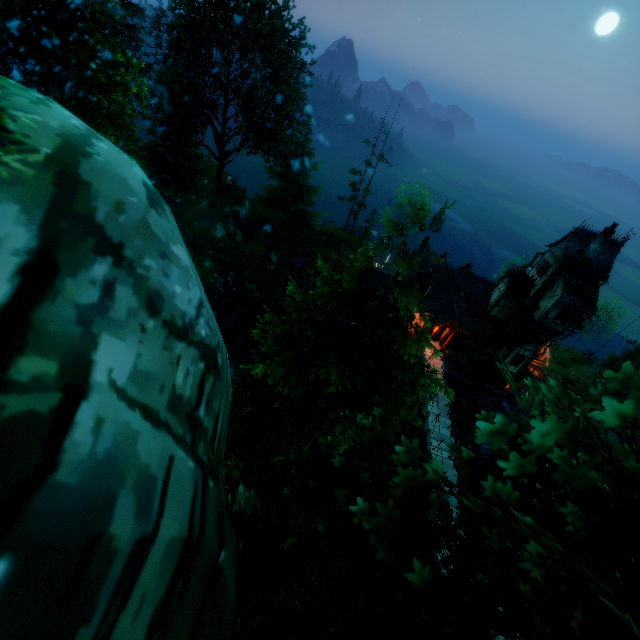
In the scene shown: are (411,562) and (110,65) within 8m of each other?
no

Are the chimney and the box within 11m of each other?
yes

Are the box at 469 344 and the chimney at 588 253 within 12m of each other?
yes

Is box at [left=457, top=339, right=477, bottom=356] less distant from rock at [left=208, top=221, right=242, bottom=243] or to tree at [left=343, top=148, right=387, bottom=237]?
tree at [left=343, top=148, right=387, bottom=237]

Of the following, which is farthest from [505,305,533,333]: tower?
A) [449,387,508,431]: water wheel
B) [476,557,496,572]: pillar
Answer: [476,557,496,572]: pillar

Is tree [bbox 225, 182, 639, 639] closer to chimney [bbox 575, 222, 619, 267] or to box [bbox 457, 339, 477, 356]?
box [bbox 457, 339, 477, 356]

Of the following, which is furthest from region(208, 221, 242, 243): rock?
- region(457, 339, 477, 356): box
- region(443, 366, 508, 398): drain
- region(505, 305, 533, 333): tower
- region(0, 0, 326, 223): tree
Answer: region(505, 305, 533, 333): tower

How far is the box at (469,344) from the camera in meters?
30.7 m
